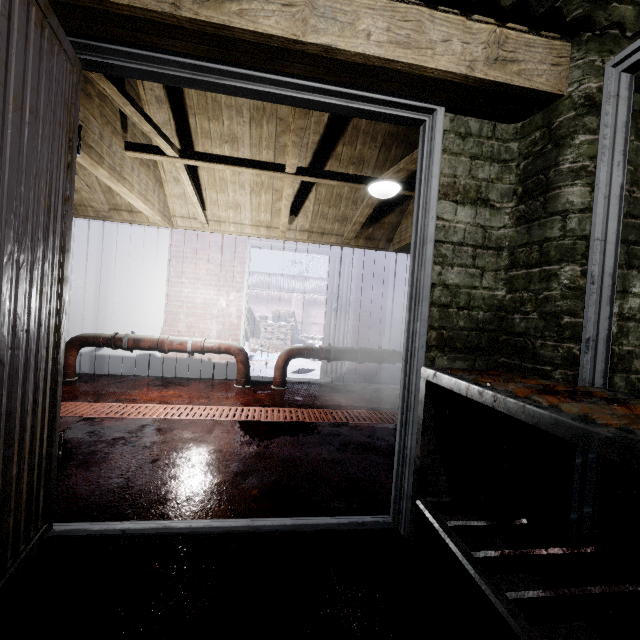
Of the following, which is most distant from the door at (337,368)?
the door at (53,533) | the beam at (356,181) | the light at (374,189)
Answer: the door at (53,533)

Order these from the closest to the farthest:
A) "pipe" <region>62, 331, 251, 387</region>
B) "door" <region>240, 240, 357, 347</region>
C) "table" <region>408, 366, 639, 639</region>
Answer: "table" <region>408, 366, 639, 639</region>
"pipe" <region>62, 331, 251, 387</region>
"door" <region>240, 240, 357, 347</region>

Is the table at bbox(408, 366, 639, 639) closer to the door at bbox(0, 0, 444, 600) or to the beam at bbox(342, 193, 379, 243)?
the door at bbox(0, 0, 444, 600)

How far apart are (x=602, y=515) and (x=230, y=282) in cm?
427

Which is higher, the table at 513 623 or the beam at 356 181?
the beam at 356 181

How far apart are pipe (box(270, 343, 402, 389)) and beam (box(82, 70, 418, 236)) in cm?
149

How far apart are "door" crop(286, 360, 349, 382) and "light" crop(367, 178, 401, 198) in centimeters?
150cm
